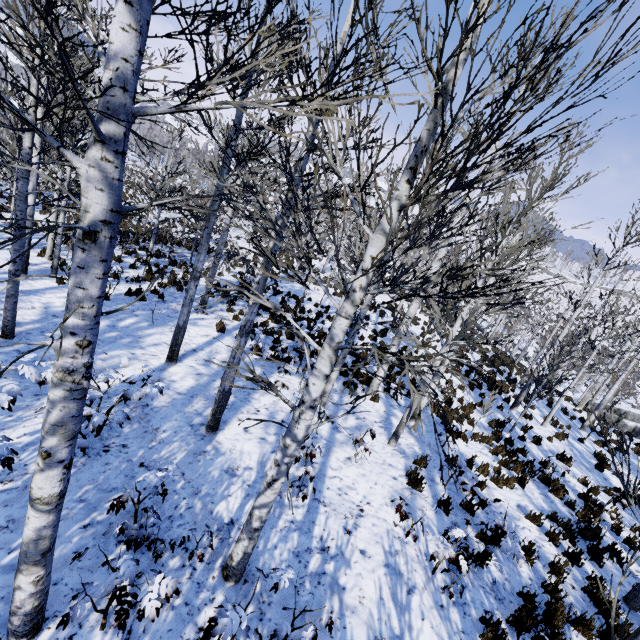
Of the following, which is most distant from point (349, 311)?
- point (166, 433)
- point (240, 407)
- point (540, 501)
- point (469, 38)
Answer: point (540, 501)

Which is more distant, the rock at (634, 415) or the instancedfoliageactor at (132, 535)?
the rock at (634, 415)

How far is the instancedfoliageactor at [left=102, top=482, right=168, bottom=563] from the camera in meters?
3.3

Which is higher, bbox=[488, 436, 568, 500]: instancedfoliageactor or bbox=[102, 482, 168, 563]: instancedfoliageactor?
bbox=[102, 482, 168, 563]: instancedfoliageactor

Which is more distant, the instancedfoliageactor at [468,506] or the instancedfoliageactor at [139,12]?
the instancedfoliageactor at [468,506]

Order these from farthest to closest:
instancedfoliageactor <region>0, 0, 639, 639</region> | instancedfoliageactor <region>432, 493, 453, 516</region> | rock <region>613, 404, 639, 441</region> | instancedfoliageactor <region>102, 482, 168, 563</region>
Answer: rock <region>613, 404, 639, 441</region>
instancedfoliageactor <region>432, 493, 453, 516</region>
instancedfoliageactor <region>102, 482, 168, 563</region>
instancedfoliageactor <region>0, 0, 639, 639</region>
